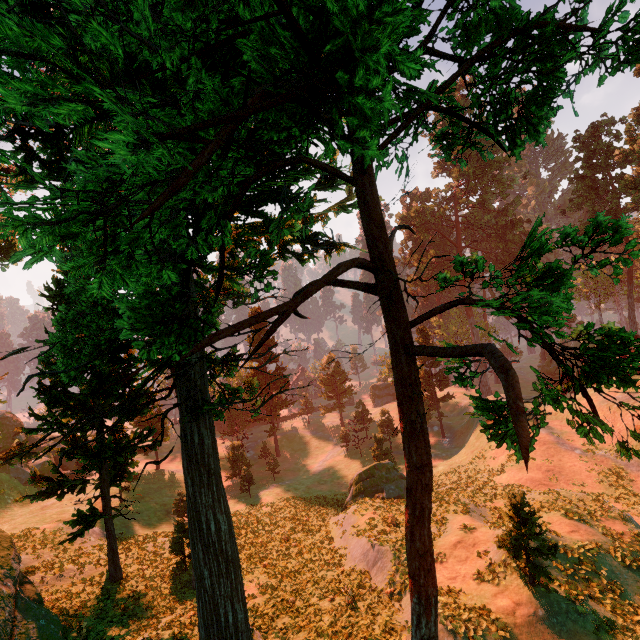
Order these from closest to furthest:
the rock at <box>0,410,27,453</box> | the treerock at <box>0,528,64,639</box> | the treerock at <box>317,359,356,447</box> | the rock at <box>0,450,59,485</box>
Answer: the treerock at <box>0,528,64,639</box>
the rock at <box>0,450,59,485</box>
the rock at <box>0,410,27,453</box>
the treerock at <box>317,359,356,447</box>

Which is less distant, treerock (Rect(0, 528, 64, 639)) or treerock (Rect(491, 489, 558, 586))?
treerock (Rect(491, 489, 558, 586))

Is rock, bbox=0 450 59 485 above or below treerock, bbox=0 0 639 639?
below

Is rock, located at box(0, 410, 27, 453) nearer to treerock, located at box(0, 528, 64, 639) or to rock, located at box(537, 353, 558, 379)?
treerock, located at box(0, 528, 64, 639)

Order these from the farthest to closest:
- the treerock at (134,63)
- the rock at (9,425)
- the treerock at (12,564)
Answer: the rock at (9,425)
the treerock at (12,564)
the treerock at (134,63)

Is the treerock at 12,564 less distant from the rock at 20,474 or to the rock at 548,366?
the rock at 548,366

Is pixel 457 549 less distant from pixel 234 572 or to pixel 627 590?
pixel 627 590
